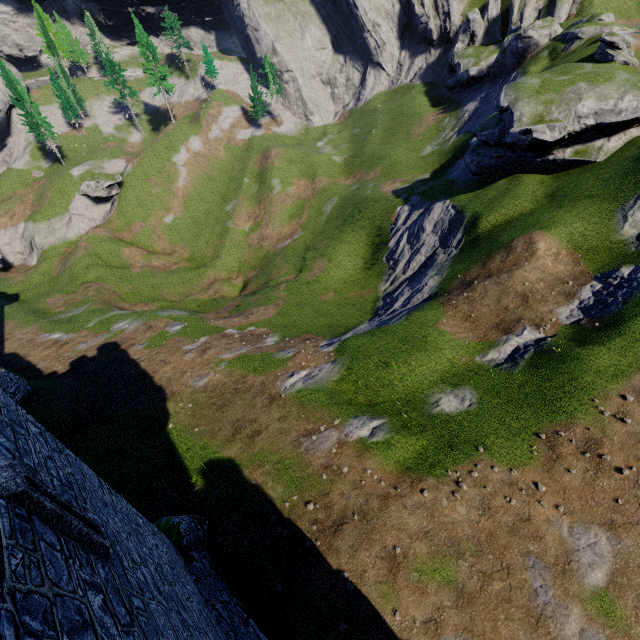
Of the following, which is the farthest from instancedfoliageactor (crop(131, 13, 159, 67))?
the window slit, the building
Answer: the window slit

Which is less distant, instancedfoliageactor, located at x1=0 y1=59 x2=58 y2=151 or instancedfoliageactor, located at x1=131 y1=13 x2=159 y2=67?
instancedfoliageactor, located at x1=0 y1=59 x2=58 y2=151

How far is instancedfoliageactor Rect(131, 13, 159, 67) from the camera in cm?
5703

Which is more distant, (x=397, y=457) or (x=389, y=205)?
(x=389, y=205)

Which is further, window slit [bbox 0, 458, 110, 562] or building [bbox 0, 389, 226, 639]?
window slit [bbox 0, 458, 110, 562]

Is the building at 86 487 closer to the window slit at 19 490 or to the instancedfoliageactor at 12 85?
the window slit at 19 490

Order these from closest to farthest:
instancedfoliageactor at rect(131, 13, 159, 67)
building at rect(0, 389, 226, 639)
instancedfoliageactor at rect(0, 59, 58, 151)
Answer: building at rect(0, 389, 226, 639) < instancedfoliageactor at rect(0, 59, 58, 151) < instancedfoliageactor at rect(131, 13, 159, 67)

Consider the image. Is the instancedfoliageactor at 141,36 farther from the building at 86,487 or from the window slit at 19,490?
the window slit at 19,490
